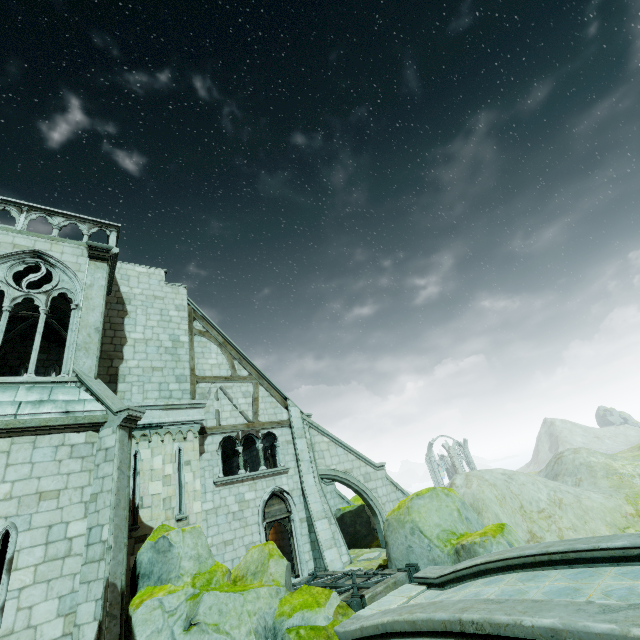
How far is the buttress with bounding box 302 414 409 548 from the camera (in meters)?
16.03

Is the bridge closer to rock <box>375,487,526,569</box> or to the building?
rock <box>375,487,526,569</box>

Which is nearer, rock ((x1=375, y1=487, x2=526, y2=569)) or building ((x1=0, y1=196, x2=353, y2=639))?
building ((x1=0, y1=196, x2=353, y2=639))

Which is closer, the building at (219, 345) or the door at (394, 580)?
the building at (219, 345)

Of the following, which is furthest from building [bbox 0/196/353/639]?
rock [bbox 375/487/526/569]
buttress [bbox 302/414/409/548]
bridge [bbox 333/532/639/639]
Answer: bridge [bbox 333/532/639/639]

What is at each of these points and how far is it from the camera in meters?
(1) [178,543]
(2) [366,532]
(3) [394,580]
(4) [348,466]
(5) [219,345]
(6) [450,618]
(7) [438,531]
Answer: (1) rock, 8.2
(2) rock, 17.9
(3) door, 9.3
(4) buttress, 16.6
(5) building, 16.2
(6) bridge, 4.8
(7) rock, 10.4

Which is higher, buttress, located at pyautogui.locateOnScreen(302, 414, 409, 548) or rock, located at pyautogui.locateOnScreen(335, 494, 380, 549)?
buttress, located at pyautogui.locateOnScreen(302, 414, 409, 548)

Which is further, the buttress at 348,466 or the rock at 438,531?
A: the buttress at 348,466
